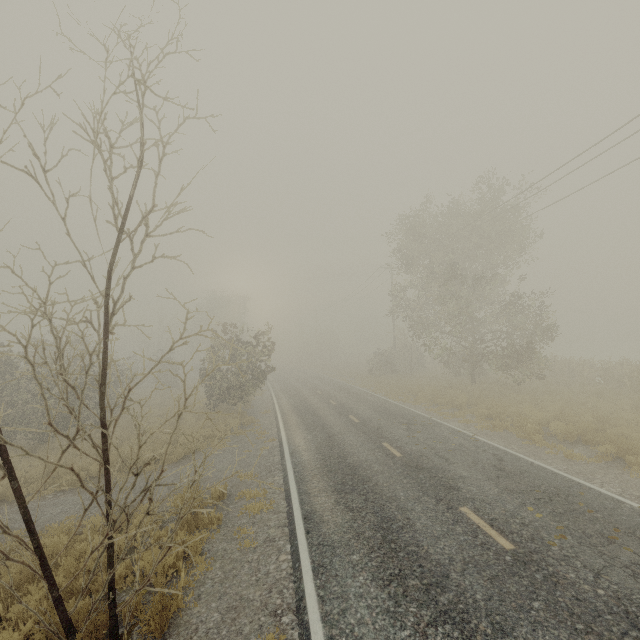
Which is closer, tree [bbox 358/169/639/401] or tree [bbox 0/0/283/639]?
tree [bbox 0/0/283/639]

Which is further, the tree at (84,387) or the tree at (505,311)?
the tree at (505,311)

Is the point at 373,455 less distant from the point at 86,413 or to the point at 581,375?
the point at 86,413
